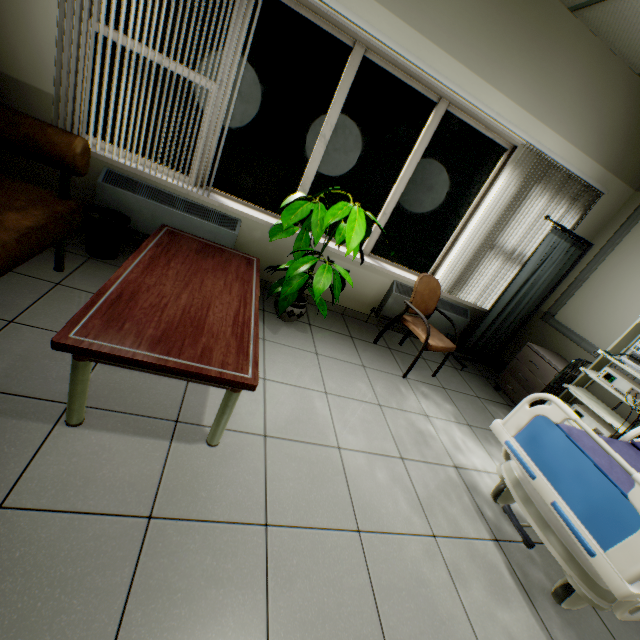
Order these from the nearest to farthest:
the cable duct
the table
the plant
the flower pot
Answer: the table
the plant
the flower pot
the cable duct

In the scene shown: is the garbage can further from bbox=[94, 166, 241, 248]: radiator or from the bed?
the bed

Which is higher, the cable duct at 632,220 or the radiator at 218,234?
the cable duct at 632,220

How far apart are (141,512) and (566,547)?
2.11m

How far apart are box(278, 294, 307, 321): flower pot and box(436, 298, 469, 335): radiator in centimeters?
170cm

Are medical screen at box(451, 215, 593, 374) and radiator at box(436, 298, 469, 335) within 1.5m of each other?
yes

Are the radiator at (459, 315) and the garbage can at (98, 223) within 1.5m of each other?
no

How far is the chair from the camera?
3.1m
